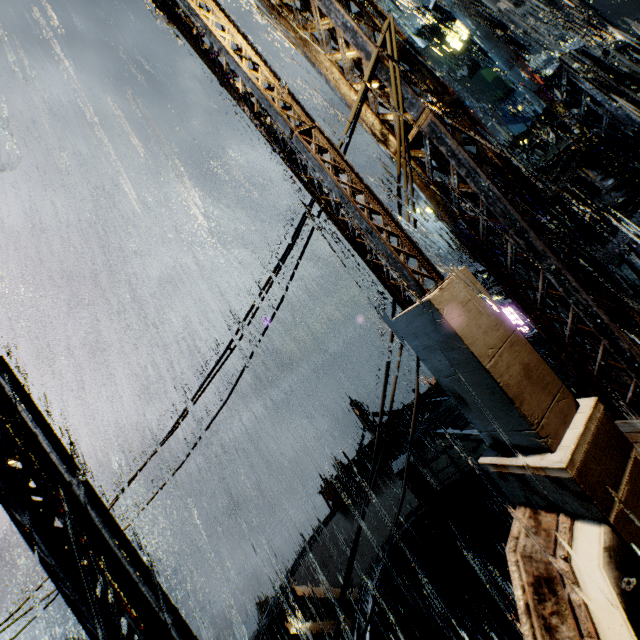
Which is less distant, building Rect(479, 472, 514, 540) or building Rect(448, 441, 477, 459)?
building Rect(479, 472, 514, 540)

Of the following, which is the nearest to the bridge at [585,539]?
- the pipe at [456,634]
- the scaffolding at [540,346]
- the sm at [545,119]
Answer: the scaffolding at [540,346]

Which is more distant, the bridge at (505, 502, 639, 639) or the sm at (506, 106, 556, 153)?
the sm at (506, 106, 556, 153)

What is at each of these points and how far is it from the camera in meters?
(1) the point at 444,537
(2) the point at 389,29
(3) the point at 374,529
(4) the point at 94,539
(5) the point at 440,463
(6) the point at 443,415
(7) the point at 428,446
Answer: (1) building, 11.4
(2) power line, 3.9
(3) building, 12.7
(4) street light, 3.8
(5) building, 13.4
(6) scaffolding, 7.4
(7) building, 15.4

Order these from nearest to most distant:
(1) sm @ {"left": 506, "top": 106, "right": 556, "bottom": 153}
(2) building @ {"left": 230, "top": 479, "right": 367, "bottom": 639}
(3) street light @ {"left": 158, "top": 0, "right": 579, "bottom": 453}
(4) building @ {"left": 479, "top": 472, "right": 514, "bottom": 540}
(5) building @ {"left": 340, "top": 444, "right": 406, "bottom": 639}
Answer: (3) street light @ {"left": 158, "top": 0, "right": 579, "bottom": 453} → (5) building @ {"left": 340, "top": 444, "right": 406, "bottom": 639} → (4) building @ {"left": 479, "top": 472, "right": 514, "bottom": 540} → (2) building @ {"left": 230, "top": 479, "right": 367, "bottom": 639} → (1) sm @ {"left": 506, "top": 106, "right": 556, "bottom": 153}

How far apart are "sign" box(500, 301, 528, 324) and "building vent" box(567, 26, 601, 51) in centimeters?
2634cm

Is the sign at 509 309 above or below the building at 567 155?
below

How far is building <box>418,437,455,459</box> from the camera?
14.4m
